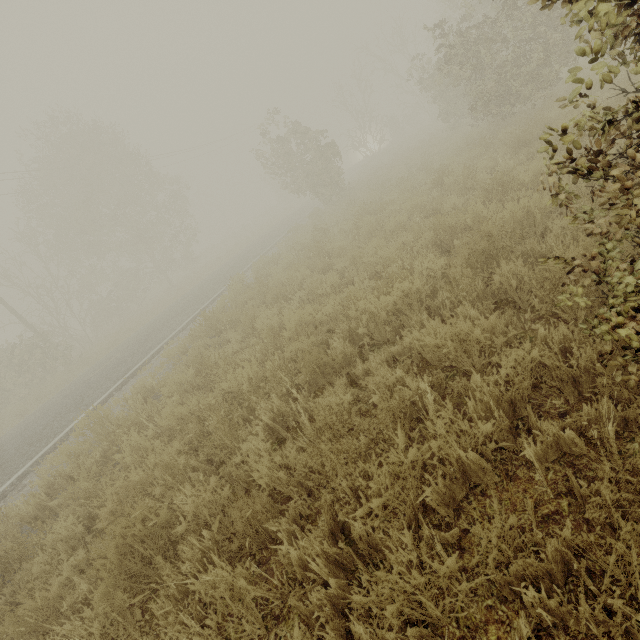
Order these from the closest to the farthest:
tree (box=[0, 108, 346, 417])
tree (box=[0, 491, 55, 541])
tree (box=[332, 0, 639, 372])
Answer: tree (box=[332, 0, 639, 372]), tree (box=[0, 491, 55, 541]), tree (box=[0, 108, 346, 417])

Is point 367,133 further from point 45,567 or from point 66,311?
point 45,567

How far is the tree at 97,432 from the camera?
5.05m

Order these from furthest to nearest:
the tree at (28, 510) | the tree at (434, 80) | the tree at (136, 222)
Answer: the tree at (136, 222)
the tree at (28, 510)
the tree at (434, 80)

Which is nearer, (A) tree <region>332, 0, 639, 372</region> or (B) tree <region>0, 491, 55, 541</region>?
(A) tree <region>332, 0, 639, 372</region>

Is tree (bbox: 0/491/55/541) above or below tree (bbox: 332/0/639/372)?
below

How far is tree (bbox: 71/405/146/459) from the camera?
5.1 meters
